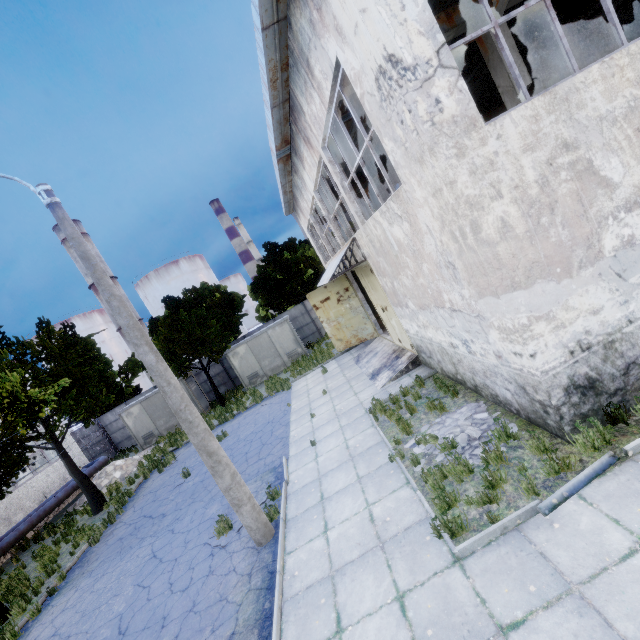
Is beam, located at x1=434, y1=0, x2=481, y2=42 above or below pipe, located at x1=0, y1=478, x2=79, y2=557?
above

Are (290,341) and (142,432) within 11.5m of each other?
no

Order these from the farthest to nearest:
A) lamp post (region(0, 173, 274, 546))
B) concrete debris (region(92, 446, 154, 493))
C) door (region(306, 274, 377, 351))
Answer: concrete debris (region(92, 446, 154, 493))
door (region(306, 274, 377, 351))
lamp post (region(0, 173, 274, 546))

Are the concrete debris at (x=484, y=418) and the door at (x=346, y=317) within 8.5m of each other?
no

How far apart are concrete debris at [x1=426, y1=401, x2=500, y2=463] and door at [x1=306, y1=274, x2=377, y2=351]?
9.2m

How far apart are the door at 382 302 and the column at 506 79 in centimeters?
531cm

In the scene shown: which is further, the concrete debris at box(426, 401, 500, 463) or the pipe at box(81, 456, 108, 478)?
the pipe at box(81, 456, 108, 478)

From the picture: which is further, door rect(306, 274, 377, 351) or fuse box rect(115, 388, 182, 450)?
fuse box rect(115, 388, 182, 450)
